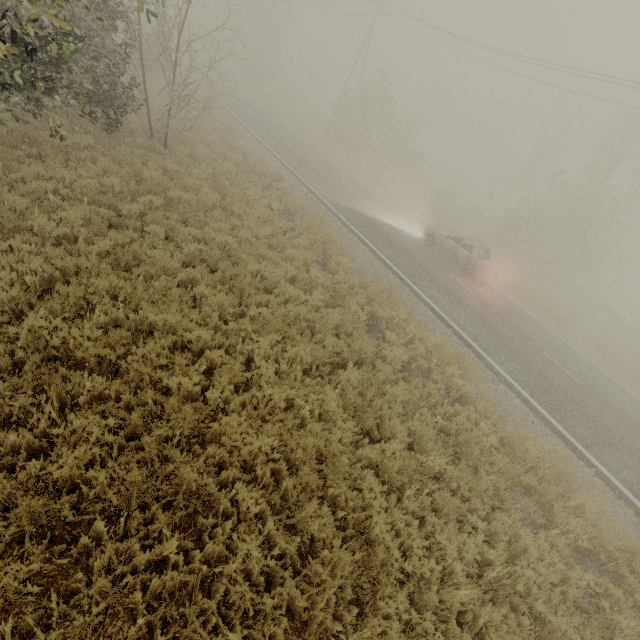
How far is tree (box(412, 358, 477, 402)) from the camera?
7.53m

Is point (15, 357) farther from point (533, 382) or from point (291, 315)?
point (533, 382)

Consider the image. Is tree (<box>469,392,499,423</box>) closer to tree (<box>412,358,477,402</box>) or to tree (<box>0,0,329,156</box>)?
tree (<box>412,358,477,402</box>)

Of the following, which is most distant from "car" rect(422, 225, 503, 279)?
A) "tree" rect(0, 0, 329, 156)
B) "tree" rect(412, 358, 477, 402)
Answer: "tree" rect(0, 0, 329, 156)

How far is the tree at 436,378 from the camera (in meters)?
7.53

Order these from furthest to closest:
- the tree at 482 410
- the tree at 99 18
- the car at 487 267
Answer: the car at 487 267 → the tree at 482 410 → the tree at 99 18

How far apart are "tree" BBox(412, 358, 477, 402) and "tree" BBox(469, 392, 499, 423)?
1.0m

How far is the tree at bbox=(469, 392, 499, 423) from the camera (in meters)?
7.33
